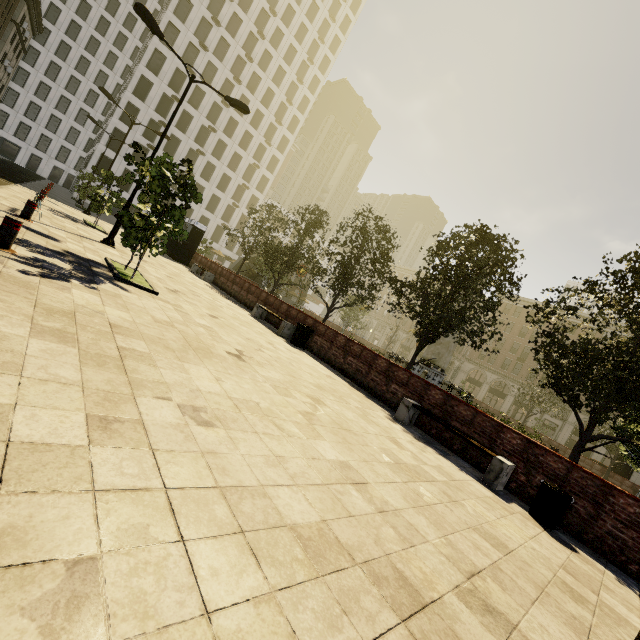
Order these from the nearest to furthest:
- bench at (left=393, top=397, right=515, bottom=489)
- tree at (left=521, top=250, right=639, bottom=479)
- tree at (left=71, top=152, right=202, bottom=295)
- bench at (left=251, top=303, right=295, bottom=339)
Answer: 1. bench at (left=393, top=397, right=515, bottom=489)
2. tree at (left=71, top=152, right=202, bottom=295)
3. tree at (left=521, top=250, right=639, bottom=479)
4. bench at (left=251, top=303, right=295, bottom=339)

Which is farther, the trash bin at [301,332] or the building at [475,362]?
the building at [475,362]

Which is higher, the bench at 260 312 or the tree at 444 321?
the tree at 444 321

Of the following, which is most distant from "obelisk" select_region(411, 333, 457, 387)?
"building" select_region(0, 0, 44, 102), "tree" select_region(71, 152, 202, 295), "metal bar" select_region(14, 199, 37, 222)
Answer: "building" select_region(0, 0, 44, 102)

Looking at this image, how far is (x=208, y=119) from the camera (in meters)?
49.78

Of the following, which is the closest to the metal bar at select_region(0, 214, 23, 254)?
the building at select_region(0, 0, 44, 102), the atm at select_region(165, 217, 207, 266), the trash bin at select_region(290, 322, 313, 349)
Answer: the trash bin at select_region(290, 322, 313, 349)

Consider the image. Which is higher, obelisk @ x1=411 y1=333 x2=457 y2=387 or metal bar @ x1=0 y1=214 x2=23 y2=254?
obelisk @ x1=411 y1=333 x2=457 y2=387

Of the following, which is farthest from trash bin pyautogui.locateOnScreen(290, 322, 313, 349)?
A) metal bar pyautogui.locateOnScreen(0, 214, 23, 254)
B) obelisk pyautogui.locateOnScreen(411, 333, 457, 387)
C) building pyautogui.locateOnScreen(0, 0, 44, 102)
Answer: building pyautogui.locateOnScreen(0, 0, 44, 102)
